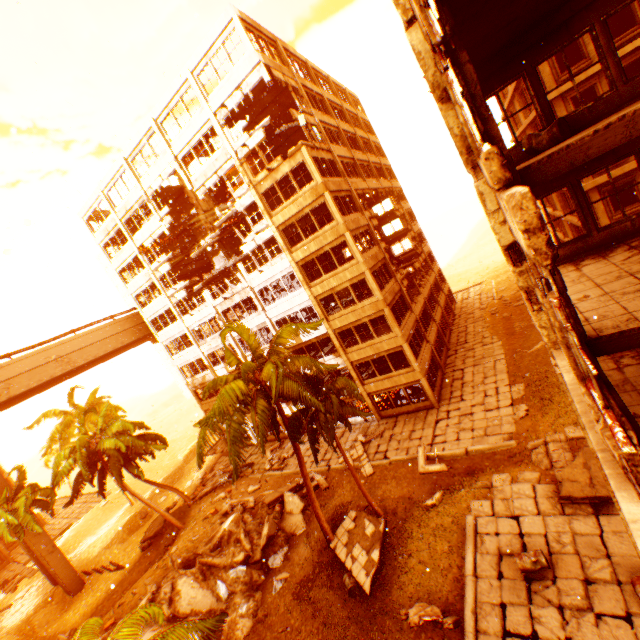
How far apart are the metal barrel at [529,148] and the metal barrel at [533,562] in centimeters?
1251cm

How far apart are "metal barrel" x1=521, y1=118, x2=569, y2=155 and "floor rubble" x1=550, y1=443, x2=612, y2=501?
12.0 meters

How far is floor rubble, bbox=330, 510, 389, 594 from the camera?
14.5 meters

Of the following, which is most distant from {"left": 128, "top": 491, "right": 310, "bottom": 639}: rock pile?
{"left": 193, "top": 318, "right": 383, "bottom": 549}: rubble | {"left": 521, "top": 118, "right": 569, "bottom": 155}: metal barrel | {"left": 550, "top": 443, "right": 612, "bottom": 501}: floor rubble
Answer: {"left": 521, "top": 118, "right": 569, "bottom": 155}: metal barrel

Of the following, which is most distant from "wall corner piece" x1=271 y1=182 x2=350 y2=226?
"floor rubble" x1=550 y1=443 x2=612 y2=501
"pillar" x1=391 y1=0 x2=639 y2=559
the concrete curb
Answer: the concrete curb

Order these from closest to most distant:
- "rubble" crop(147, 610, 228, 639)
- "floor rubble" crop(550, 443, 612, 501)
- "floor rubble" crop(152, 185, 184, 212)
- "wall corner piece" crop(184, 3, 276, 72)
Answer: "rubble" crop(147, 610, 228, 639)
"floor rubble" crop(550, 443, 612, 501)
"wall corner piece" crop(184, 3, 276, 72)
"floor rubble" crop(152, 185, 184, 212)

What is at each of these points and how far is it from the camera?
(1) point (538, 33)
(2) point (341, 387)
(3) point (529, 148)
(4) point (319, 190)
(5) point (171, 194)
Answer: (1) wall corner piece, 7.5 meters
(2) rubble, 16.3 meters
(3) metal barrel, 8.0 meters
(4) wall corner piece, 21.8 meters
(5) floor rubble, 32.1 meters

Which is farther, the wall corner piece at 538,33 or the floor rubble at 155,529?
the floor rubble at 155,529
